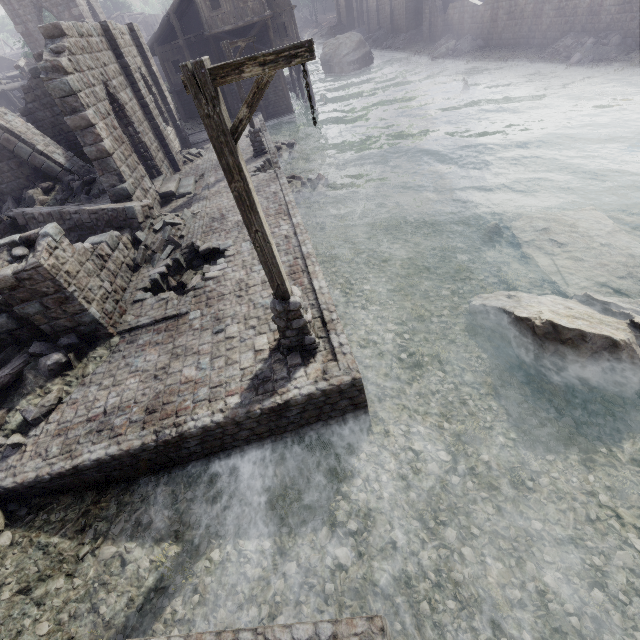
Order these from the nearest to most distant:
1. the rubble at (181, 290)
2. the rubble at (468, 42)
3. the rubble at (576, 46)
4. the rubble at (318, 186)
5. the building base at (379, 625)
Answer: the building base at (379, 625), the rubble at (181, 290), the rubble at (318, 186), the rubble at (576, 46), the rubble at (468, 42)

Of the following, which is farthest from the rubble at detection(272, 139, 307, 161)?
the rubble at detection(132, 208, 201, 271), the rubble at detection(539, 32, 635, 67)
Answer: the rubble at detection(539, 32, 635, 67)

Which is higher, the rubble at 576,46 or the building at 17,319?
the building at 17,319

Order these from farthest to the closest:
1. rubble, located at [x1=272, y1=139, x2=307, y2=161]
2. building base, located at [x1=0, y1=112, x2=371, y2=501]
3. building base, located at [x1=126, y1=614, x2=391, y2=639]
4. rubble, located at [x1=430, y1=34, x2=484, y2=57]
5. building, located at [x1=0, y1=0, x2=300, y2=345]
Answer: rubble, located at [x1=430, y1=34, x2=484, y2=57]
rubble, located at [x1=272, y1=139, x2=307, y2=161]
building, located at [x1=0, y1=0, x2=300, y2=345]
building base, located at [x1=0, y1=112, x2=371, y2=501]
building base, located at [x1=126, y1=614, x2=391, y2=639]

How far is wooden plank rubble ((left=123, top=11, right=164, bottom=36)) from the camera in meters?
49.6

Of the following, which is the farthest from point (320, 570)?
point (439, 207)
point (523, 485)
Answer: point (439, 207)

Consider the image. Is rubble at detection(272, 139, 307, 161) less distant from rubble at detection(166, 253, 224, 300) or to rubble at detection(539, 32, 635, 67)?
rubble at detection(166, 253, 224, 300)

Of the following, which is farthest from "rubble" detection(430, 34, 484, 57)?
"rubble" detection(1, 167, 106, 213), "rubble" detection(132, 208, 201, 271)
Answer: "rubble" detection(1, 167, 106, 213)
